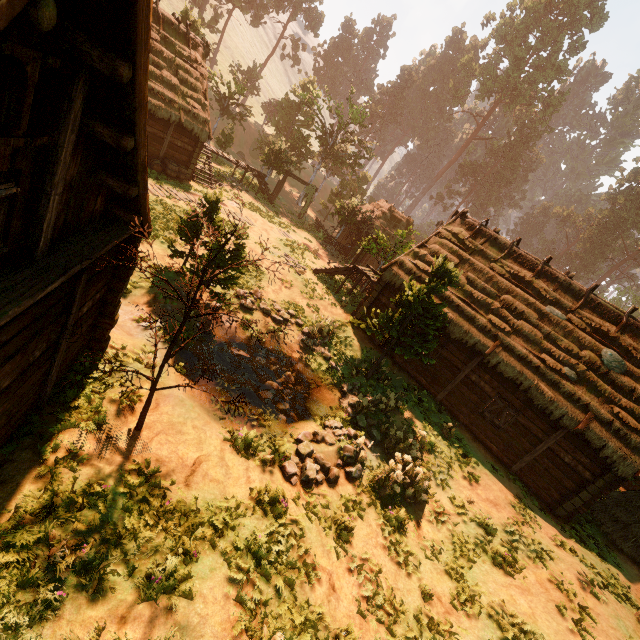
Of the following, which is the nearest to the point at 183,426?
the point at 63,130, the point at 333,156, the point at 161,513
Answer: the point at 161,513

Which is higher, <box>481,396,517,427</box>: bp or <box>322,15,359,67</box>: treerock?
<box>322,15,359,67</box>: treerock

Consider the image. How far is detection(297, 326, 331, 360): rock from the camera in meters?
14.7 m

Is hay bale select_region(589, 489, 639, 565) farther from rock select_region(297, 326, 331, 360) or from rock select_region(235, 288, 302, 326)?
A: rock select_region(235, 288, 302, 326)

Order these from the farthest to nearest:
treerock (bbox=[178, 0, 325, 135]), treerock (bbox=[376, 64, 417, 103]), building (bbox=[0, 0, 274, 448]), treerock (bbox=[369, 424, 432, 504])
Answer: treerock (bbox=[376, 64, 417, 103]) → treerock (bbox=[178, 0, 325, 135]) → treerock (bbox=[369, 424, 432, 504]) → building (bbox=[0, 0, 274, 448])

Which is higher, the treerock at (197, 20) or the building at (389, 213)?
the treerock at (197, 20)

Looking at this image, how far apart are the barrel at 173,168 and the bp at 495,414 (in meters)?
21.87

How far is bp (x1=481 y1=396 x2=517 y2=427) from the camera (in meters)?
13.70
